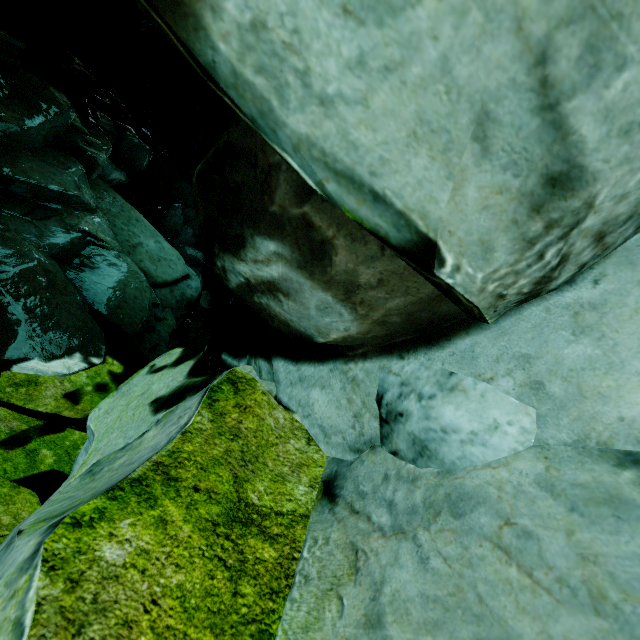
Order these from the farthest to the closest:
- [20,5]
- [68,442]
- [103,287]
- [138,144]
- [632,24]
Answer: [138,144]
[103,287]
[68,442]
[20,5]
[632,24]

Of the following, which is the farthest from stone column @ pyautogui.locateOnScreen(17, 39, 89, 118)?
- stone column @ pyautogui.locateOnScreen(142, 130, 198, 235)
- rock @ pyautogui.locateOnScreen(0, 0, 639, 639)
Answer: stone column @ pyautogui.locateOnScreen(142, 130, 198, 235)

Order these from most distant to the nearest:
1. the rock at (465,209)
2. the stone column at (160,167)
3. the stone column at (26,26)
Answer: the stone column at (160,167) → the stone column at (26,26) → the rock at (465,209)

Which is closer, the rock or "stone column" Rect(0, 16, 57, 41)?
the rock

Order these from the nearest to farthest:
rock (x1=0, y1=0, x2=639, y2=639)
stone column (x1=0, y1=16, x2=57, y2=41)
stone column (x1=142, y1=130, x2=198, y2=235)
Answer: rock (x1=0, y1=0, x2=639, y2=639) → stone column (x1=0, y1=16, x2=57, y2=41) → stone column (x1=142, y1=130, x2=198, y2=235)

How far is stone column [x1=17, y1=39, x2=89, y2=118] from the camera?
13.3m

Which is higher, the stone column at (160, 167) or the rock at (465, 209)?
the rock at (465, 209)
